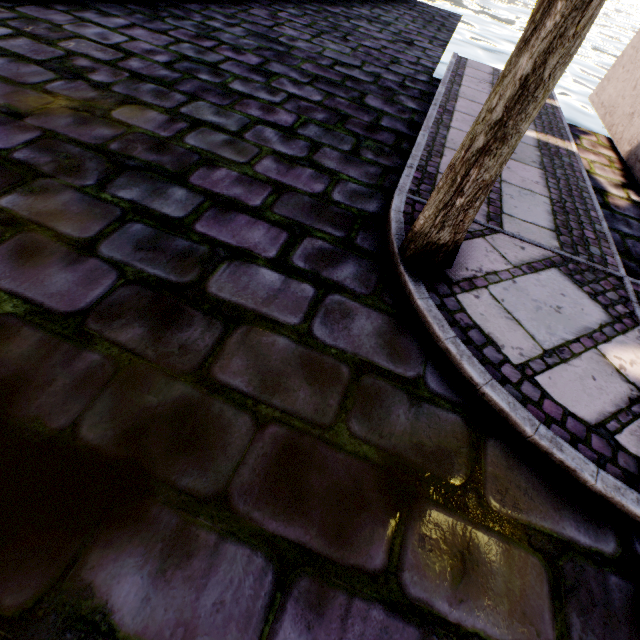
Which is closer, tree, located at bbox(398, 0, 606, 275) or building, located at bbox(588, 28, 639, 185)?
tree, located at bbox(398, 0, 606, 275)

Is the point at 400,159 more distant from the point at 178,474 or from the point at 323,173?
the point at 178,474

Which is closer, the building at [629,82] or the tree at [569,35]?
the tree at [569,35]
